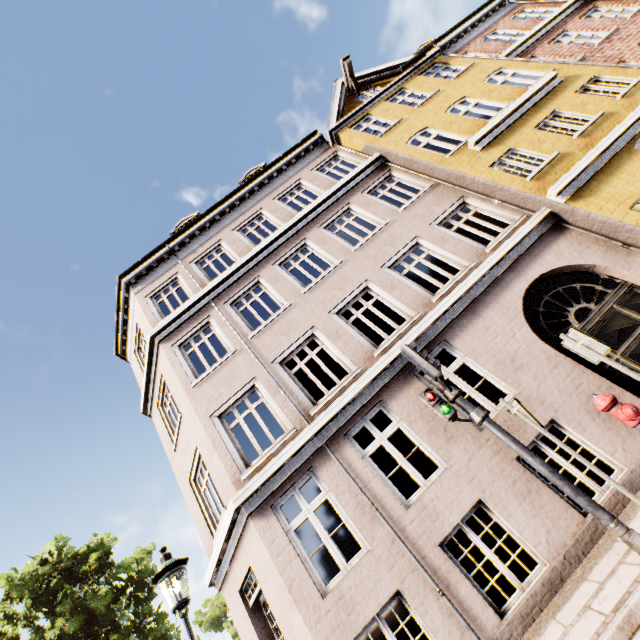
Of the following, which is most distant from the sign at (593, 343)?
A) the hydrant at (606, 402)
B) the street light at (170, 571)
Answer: the street light at (170, 571)

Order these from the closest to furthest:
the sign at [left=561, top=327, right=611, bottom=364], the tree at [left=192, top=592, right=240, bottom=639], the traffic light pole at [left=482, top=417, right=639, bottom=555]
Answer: the traffic light pole at [left=482, top=417, right=639, bottom=555]
the sign at [left=561, top=327, right=611, bottom=364]
the tree at [left=192, top=592, right=240, bottom=639]

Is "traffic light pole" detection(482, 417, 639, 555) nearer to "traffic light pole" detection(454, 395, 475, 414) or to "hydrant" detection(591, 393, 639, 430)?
"traffic light pole" detection(454, 395, 475, 414)

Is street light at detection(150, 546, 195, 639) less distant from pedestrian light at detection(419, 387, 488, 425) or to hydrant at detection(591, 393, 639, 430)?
pedestrian light at detection(419, 387, 488, 425)

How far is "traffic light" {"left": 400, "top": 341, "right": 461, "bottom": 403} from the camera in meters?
4.7 m

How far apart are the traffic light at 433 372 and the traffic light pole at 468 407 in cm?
5

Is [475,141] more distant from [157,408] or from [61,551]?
[61,551]

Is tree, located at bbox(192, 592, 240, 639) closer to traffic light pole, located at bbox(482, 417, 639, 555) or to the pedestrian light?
the pedestrian light
